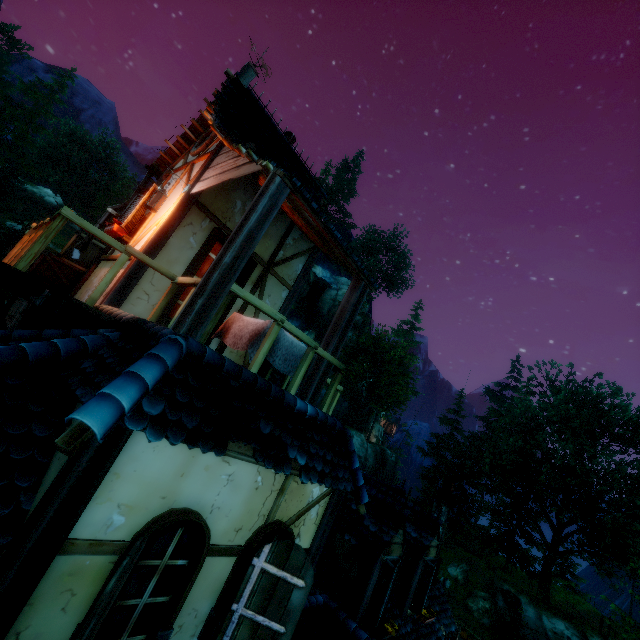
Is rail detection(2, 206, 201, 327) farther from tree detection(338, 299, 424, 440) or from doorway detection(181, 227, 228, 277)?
tree detection(338, 299, 424, 440)

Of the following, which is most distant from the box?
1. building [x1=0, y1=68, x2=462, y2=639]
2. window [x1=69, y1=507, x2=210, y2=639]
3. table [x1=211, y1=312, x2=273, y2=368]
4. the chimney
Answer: the chimney

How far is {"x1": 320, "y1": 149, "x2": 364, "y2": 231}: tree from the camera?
50.94m

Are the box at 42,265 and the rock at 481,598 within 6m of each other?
no

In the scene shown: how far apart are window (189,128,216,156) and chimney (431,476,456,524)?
13.62m

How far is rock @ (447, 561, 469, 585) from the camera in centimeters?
2581cm

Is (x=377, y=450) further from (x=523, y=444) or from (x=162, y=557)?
(x=162, y=557)

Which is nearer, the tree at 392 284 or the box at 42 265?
the box at 42 265
